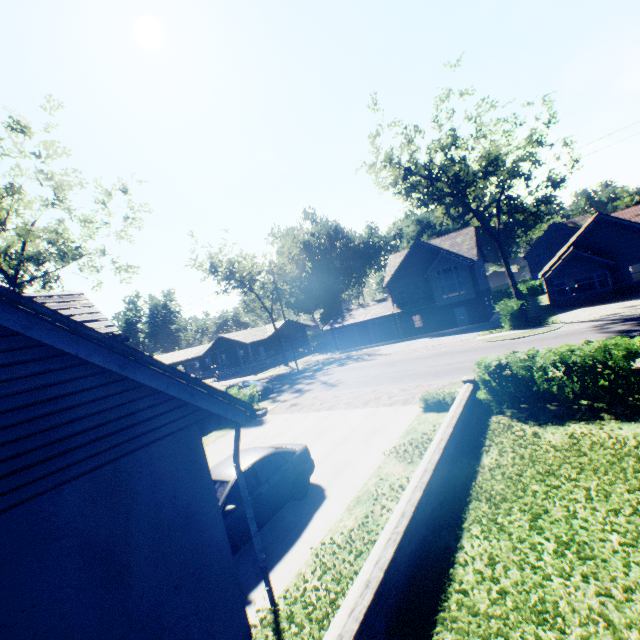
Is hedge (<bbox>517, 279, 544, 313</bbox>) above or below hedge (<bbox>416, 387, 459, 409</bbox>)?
above

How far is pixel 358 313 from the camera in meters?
45.4 m

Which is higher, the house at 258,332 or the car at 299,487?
the house at 258,332

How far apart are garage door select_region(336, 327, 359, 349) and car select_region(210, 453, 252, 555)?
34.4m

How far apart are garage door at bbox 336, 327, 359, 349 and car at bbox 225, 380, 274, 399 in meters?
20.9 m

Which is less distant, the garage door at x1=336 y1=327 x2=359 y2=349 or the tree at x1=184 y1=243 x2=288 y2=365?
the tree at x1=184 y1=243 x2=288 y2=365

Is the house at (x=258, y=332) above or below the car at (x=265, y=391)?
above

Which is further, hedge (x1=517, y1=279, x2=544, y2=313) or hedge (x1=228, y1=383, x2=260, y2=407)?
hedge (x1=517, y1=279, x2=544, y2=313)
